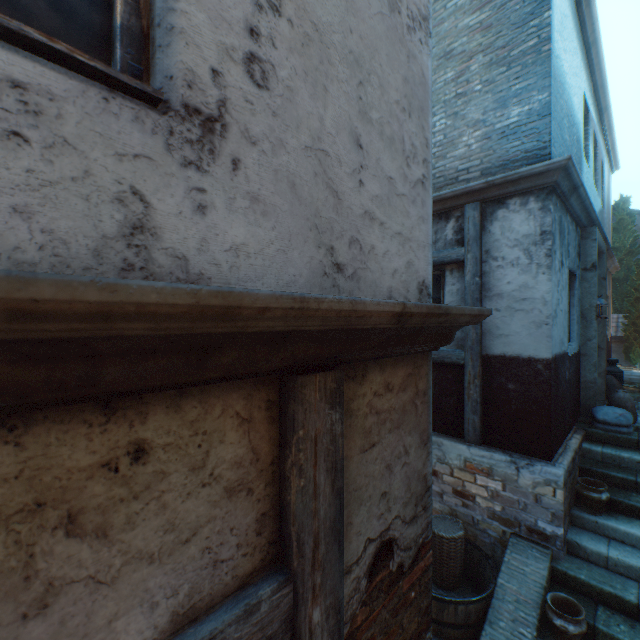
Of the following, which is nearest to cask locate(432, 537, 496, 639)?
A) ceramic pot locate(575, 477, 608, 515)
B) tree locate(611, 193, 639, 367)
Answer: ceramic pot locate(575, 477, 608, 515)

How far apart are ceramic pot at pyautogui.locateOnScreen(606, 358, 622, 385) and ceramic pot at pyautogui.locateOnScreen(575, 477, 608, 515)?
4.76m

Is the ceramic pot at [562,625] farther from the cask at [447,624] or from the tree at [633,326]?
the tree at [633,326]

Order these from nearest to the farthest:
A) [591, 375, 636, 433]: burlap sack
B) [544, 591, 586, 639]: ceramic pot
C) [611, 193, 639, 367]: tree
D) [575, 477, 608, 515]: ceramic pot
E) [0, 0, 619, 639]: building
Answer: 1. [0, 0, 619, 639]: building
2. [544, 591, 586, 639]: ceramic pot
3. [575, 477, 608, 515]: ceramic pot
4. [591, 375, 636, 433]: burlap sack
5. [611, 193, 639, 367]: tree

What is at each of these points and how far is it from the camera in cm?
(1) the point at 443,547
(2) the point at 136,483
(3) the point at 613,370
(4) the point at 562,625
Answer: (1) wicker basket, 453
(2) building, 79
(3) ceramic pot, 802
(4) ceramic pot, 339

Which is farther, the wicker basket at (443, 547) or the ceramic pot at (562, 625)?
the wicker basket at (443, 547)

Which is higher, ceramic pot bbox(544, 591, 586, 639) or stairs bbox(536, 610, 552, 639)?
ceramic pot bbox(544, 591, 586, 639)

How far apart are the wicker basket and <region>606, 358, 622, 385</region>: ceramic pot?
6.23m
